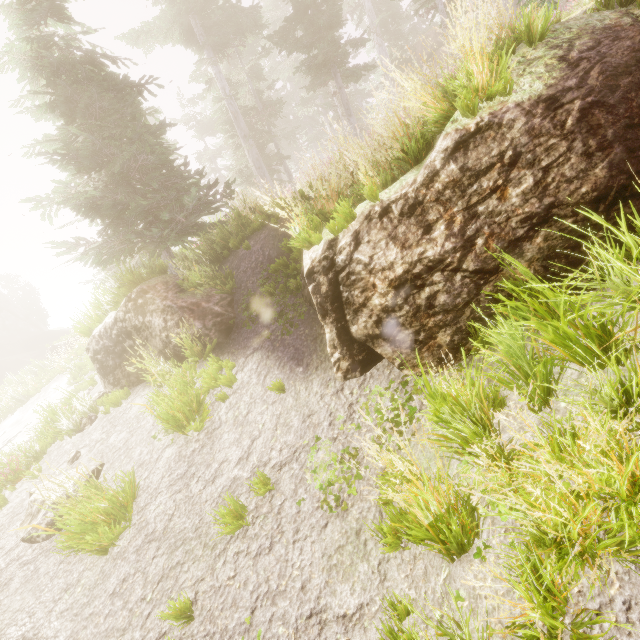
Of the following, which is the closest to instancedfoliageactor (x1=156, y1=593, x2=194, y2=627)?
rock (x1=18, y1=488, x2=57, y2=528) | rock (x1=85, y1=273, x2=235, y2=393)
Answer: rock (x1=85, y1=273, x2=235, y2=393)

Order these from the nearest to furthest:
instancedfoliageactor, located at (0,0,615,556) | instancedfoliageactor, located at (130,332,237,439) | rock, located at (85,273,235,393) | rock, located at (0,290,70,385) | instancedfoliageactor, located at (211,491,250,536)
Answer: instancedfoliageactor, located at (211,491,250,536)
instancedfoliageactor, located at (0,0,615,556)
instancedfoliageactor, located at (130,332,237,439)
rock, located at (85,273,235,393)
rock, located at (0,290,70,385)

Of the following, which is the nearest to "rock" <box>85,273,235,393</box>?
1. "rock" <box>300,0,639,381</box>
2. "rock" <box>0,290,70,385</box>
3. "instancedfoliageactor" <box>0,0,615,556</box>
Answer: "instancedfoliageactor" <box>0,0,615,556</box>

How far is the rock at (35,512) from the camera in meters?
5.7

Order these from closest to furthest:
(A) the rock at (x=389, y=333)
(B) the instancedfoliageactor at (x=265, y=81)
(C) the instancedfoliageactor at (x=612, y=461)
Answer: (C) the instancedfoliageactor at (x=612, y=461) → (A) the rock at (x=389, y=333) → (B) the instancedfoliageactor at (x=265, y=81)

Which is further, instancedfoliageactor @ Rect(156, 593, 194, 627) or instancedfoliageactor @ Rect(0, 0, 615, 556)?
instancedfoliageactor @ Rect(0, 0, 615, 556)

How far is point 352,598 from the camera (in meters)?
3.02

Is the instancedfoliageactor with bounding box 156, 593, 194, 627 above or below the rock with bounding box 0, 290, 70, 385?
below
